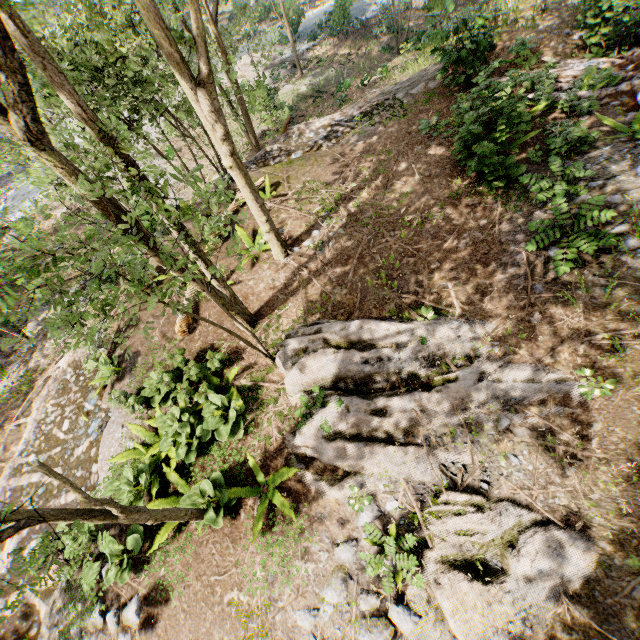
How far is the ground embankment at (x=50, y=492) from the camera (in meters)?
8.05

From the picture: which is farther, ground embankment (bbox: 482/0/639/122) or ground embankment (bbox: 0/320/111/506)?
ground embankment (bbox: 482/0/639/122)

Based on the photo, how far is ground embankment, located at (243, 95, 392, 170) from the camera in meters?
13.8 m

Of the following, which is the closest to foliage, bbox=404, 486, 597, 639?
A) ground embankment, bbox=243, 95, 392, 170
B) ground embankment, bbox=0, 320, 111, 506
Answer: ground embankment, bbox=0, 320, 111, 506

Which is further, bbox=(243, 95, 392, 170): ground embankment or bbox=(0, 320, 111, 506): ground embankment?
bbox=(243, 95, 392, 170): ground embankment

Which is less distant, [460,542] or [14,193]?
[460,542]

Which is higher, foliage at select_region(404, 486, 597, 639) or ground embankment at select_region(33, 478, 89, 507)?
foliage at select_region(404, 486, 597, 639)

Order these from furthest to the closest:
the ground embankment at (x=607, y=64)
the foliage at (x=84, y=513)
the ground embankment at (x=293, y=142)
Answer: the ground embankment at (x=293, y=142)
the ground embankment at (x=607, y=64)
the foliage at (x=84, y=513)
